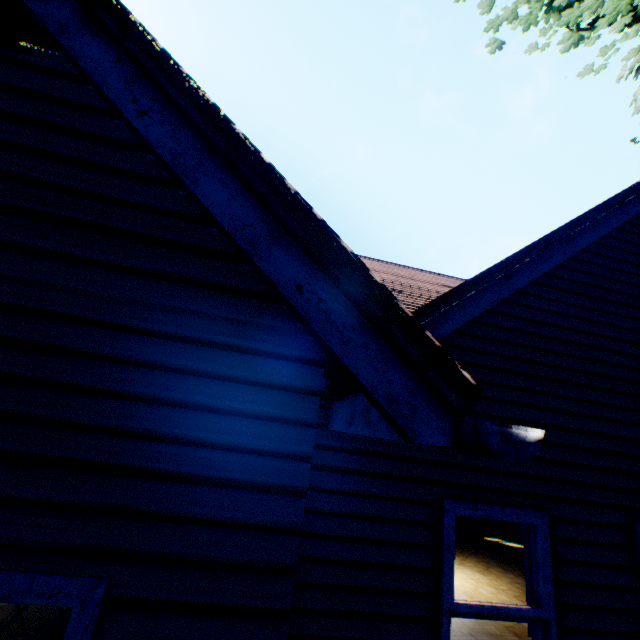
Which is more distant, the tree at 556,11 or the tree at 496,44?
the tree at 496,44

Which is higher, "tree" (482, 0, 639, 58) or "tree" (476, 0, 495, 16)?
"tree" (476, 0, 495, 16)

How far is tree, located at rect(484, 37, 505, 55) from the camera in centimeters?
360cm

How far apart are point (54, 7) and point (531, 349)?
4.5m

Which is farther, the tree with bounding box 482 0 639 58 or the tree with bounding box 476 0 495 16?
the tree with bounding box 476 0 495 16
